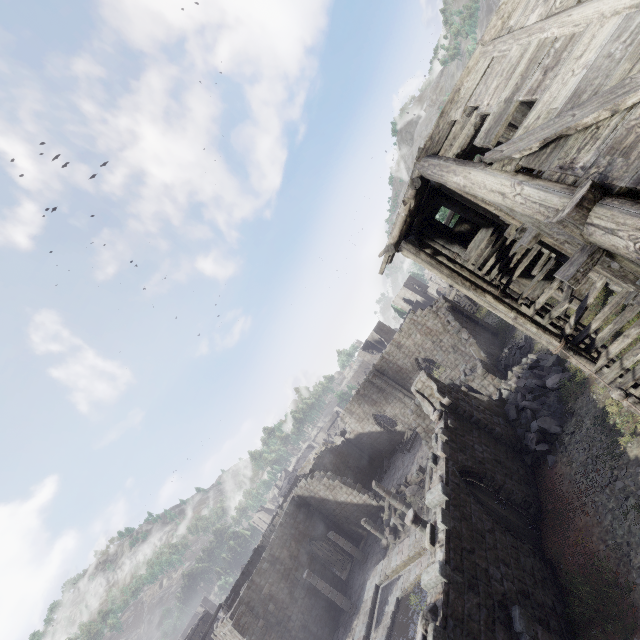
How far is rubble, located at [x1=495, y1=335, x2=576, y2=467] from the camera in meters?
13.5 m

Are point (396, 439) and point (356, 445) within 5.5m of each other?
yes

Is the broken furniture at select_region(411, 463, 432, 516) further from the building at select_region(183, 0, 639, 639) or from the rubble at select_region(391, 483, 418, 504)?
the rubble at select_region(391, 483, 418, 504)

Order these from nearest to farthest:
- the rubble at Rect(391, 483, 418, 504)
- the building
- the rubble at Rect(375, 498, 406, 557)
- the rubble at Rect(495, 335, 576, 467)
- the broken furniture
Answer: the building → the rubble at Rect(495, 335, 576, 467) → the broken furniture → the rubble at Rect(375, 498, 406, 557) → the rubble at Rect(391, 483, 418, 504)

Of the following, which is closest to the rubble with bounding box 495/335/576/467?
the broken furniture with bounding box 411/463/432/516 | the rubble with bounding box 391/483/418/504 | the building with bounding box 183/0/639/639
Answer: the building with bounding box 183/0/639/639

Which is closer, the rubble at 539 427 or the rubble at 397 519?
the rubble at 539 427

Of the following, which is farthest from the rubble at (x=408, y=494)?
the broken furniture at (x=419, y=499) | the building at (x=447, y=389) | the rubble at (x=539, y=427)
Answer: the rubble at (x=539, y=427)
